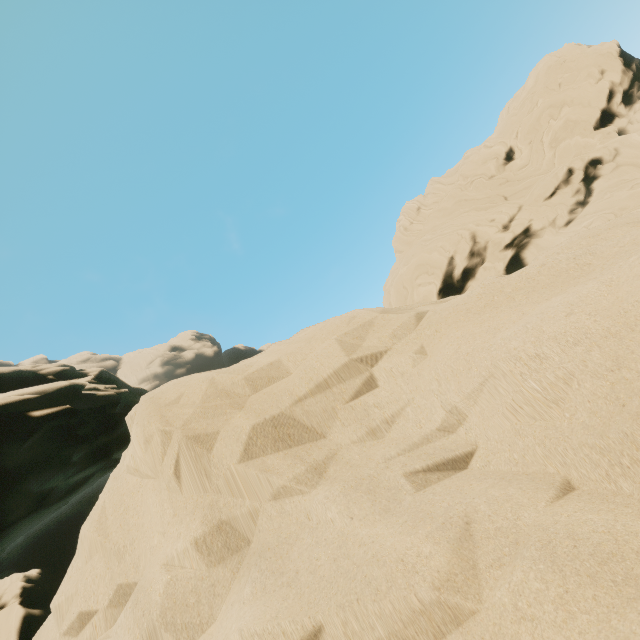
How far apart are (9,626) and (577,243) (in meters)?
44.56
